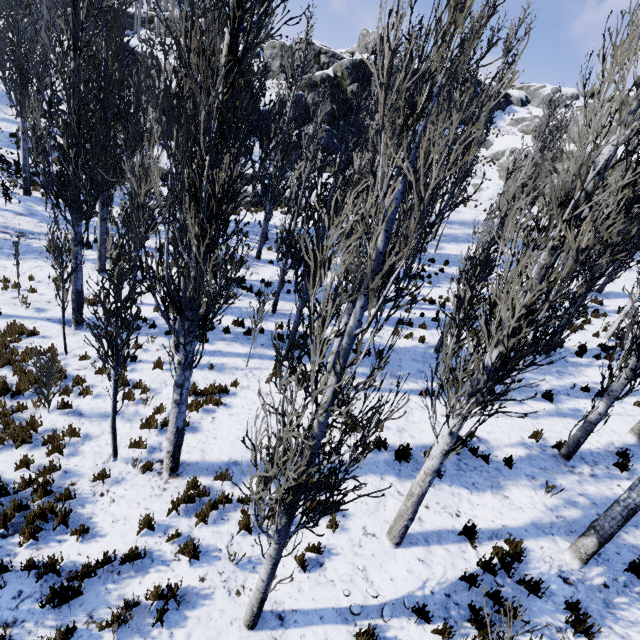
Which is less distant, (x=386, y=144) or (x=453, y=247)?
(x=386, y=144)

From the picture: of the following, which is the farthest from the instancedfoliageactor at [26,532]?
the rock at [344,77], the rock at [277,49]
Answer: the rock at [277,49]

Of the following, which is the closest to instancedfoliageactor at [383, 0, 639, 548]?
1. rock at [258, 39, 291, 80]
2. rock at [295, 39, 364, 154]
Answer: rock at [295, 39, 364, 154]

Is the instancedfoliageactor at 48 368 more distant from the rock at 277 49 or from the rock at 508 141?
the rock at 277 49

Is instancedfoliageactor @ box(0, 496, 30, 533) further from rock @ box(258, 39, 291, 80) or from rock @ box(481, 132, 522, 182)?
rock @ box(258, 39, 291, 80)

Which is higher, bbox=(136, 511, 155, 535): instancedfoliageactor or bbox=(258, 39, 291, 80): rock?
bbox=(258, 39, 291, 80): rock

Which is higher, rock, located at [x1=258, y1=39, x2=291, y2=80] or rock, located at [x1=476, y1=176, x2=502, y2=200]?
rock, located at [x1=258, y1=39, x2=291, y2=80]
